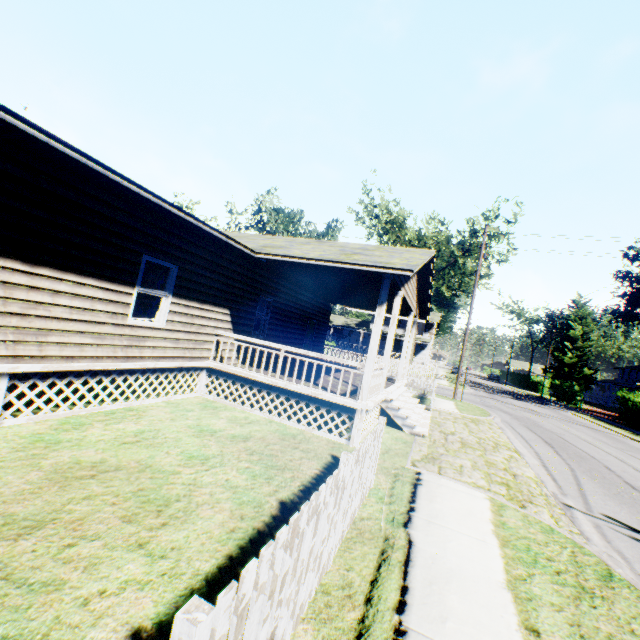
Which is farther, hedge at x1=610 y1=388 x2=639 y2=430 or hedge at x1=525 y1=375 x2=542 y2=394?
hedge at x1=525 y1=375 x2=542 y2=394

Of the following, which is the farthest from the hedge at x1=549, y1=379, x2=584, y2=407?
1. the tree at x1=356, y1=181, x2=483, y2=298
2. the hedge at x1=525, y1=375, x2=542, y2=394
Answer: the tree at x1=356, y1=181, x2=483, y2=298

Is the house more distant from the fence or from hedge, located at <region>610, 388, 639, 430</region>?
hedge, located at <region>610, 388, 639, 430</region>

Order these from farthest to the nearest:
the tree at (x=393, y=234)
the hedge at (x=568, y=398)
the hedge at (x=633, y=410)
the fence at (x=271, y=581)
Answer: the hedge at (x=568, y=398) < the tree at (x=393, y=234) < the hedge at (x=633, y=410) < the fence at (x=271, y=581)

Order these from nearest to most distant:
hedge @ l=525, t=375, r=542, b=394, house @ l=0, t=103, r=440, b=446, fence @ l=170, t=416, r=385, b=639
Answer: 1. fence @ l=170, t=416, r=385, b=639
2. house @ l=0, t=103, r=440, b=446
3. hedge @ l=525, t=375, r=542, b=394

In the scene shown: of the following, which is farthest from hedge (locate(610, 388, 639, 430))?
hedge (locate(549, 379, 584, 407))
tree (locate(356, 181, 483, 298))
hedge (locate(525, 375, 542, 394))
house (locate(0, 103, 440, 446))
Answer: hedge (locate(525, 375, 542, 394))

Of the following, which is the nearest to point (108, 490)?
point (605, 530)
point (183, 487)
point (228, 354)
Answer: point (183, 487)

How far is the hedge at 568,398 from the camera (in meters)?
40.47
